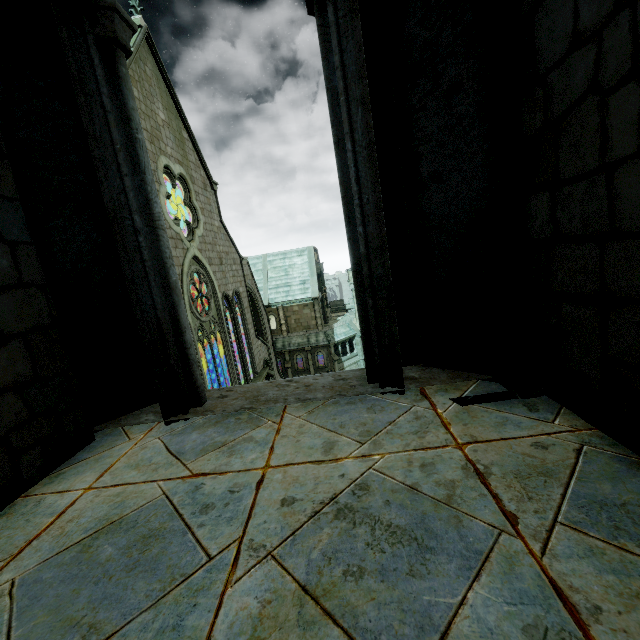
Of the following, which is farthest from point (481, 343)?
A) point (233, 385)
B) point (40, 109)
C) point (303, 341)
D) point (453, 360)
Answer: point (303, 341)
